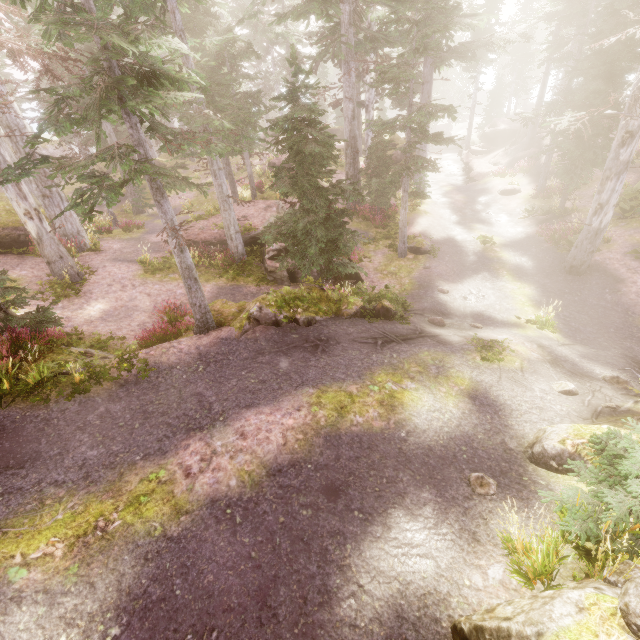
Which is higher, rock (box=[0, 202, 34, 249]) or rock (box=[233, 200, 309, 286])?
rock (box=[0, 202, 34, 249])

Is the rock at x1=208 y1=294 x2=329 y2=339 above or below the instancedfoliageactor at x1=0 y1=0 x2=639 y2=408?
below

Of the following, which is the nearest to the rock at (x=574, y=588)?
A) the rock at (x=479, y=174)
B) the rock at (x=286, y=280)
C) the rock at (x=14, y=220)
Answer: the rock at (x=14, y=220)

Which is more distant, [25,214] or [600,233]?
[600,233]

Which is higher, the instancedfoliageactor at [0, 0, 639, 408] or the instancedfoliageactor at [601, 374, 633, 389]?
the instancedfoliageactor at [0, 0, 639, 408]

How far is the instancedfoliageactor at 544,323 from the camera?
11.4m

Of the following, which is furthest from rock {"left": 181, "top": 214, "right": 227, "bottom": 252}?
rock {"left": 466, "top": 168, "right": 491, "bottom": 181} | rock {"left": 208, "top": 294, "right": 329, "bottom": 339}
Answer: rock {"left": 466, "top": 168, "right": 491, "bottom": 181}

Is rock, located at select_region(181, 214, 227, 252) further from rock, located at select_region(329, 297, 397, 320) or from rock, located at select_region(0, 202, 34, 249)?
rock, located at select_region(329, 297, 397, 320)
